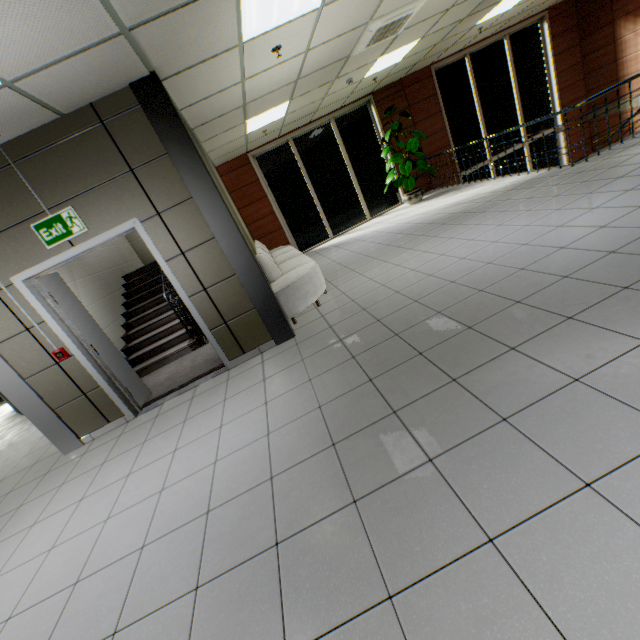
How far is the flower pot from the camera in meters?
9.3 m

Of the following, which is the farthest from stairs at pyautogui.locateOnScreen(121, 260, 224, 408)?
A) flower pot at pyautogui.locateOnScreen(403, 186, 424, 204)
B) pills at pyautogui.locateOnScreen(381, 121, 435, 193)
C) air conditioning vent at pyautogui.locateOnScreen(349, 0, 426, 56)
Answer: flower pot at pyautogui.locateOnScreen(403, 186, 424, 204)

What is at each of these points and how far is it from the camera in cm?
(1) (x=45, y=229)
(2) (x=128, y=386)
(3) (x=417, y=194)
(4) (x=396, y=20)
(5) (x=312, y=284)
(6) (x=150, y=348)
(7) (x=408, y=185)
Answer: (1) exit sign, 348
(2) door, 450
(3) flower pot, 928
(4) air conditioning vent, 482
(5) sofa, 489
(6) stairs, 606
(7) pills, 891

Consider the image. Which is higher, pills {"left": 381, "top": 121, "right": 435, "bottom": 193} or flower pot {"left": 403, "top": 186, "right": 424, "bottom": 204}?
pills {"left": 381, "top": 121, "right": 435, "bottom": 193}

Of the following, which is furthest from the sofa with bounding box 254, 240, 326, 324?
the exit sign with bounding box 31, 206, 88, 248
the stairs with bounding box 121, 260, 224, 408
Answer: the exit sign with bounding box 31, 206, 88, 248

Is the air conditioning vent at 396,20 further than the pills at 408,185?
No

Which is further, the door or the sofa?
the sofa

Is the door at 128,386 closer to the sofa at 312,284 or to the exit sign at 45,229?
the exit sign at 45,229
